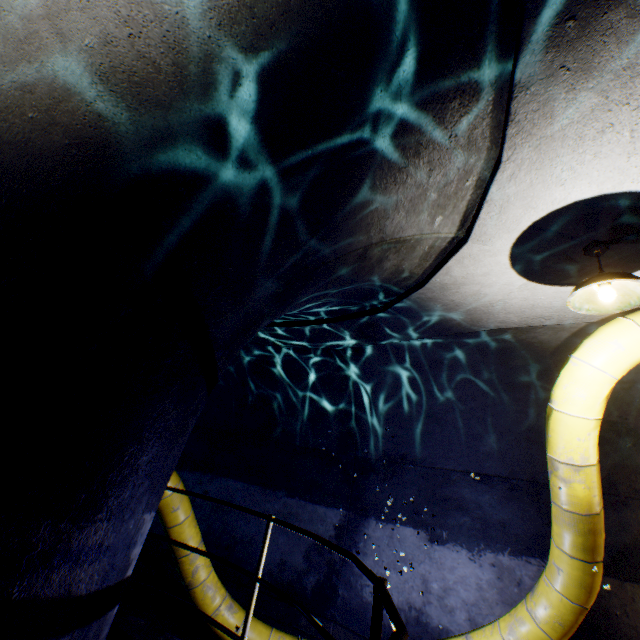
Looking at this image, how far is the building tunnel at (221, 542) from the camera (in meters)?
6.12

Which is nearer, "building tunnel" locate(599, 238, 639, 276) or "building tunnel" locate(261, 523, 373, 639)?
"building tunnel" locate(599, 238, 639, 276)

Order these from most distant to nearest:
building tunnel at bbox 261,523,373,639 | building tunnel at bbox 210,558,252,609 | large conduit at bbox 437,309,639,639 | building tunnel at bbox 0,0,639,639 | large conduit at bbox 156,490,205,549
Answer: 1. building tunnel at bbox 210,558,252,609
2. building tunnel at bbox 261,523,373,639
3. large conduit at bbox 156,490,205,549
4. large conduit at bbox 437,309,639,639
5. building tunnel at bbox 0,0,639,639

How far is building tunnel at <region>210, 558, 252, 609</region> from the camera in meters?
5.7

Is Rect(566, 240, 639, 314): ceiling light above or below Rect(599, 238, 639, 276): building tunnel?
below

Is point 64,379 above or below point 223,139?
below

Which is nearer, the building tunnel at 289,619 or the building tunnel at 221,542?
the building tunnel at 289,619

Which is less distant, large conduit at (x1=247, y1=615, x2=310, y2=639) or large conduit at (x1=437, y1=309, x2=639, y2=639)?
large conduit at (x1=437, y1=309, x2=639, y2=639)
